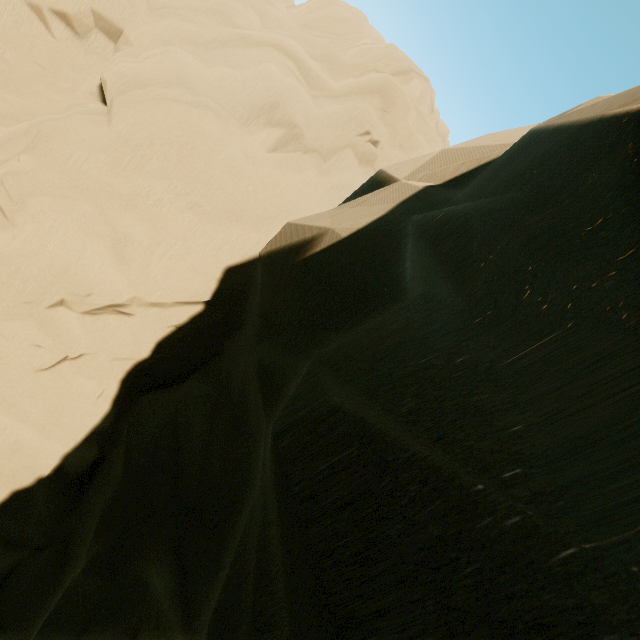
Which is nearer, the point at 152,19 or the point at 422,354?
the point at 422,354
